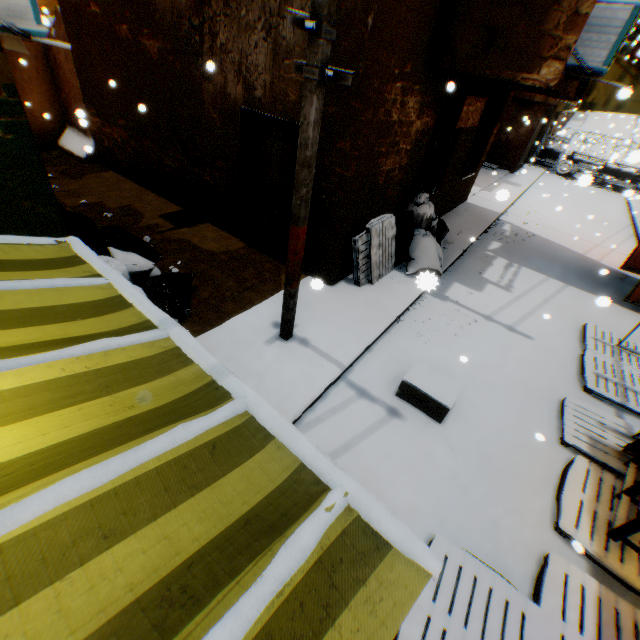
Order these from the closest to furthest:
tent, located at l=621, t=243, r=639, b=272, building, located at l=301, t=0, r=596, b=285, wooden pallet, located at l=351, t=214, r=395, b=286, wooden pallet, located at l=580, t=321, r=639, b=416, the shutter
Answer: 1. building, located at l=301, t=0, r=596, b=285
2. wooden pallet, located at l=580, t=321, r=639, b=416
3. wooden pallet, located at l=351, t=214, r=395, b=286
4. the shutter
5. tent, located at l=621, t=243, r=639, b=272

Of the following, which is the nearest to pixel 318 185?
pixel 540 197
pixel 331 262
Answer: pixel 331 262

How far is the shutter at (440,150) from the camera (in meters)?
7.00

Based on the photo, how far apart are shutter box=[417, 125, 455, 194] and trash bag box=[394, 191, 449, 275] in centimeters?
1cm

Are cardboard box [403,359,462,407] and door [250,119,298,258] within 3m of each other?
no

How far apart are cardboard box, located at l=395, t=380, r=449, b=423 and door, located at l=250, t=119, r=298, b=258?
3.6m

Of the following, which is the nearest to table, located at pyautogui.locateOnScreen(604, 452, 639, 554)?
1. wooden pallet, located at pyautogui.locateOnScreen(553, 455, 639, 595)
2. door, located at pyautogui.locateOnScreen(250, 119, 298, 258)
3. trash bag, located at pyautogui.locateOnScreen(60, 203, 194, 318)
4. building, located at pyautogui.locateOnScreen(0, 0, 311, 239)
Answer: wooden pallet, located at pyautogui.locateOnScreen(553, 455, 639, 595)

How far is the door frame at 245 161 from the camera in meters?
5.5 m
